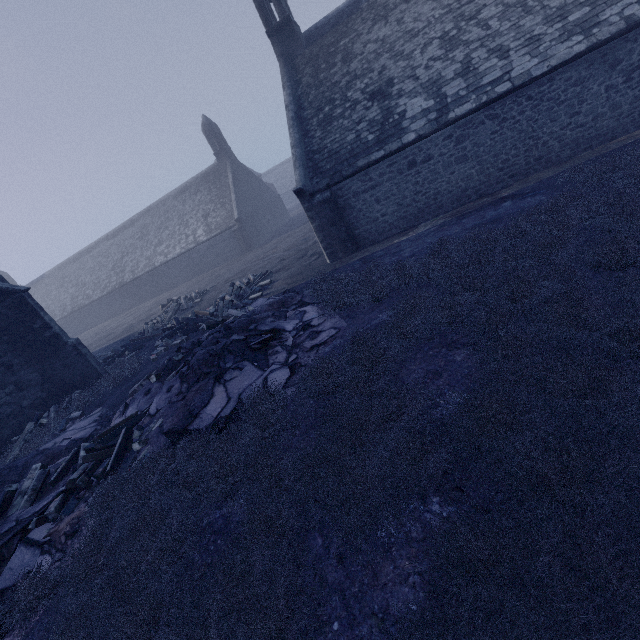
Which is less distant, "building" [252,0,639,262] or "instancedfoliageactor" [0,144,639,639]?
"instancedfoliageactor" [0,144,639,639]

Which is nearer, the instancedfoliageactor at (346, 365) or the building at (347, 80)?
the instancedfoliageactor at (346, 365)

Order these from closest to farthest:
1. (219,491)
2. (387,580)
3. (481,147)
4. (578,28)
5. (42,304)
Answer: (387,580)
(219,491)
(578,28)
(481,147)
(42,304)

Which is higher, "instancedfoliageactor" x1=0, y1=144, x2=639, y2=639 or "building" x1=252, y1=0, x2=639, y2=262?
"building" x1=252, y1=0, x2=639, y2=262

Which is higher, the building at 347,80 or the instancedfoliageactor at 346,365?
the building at 347,80
